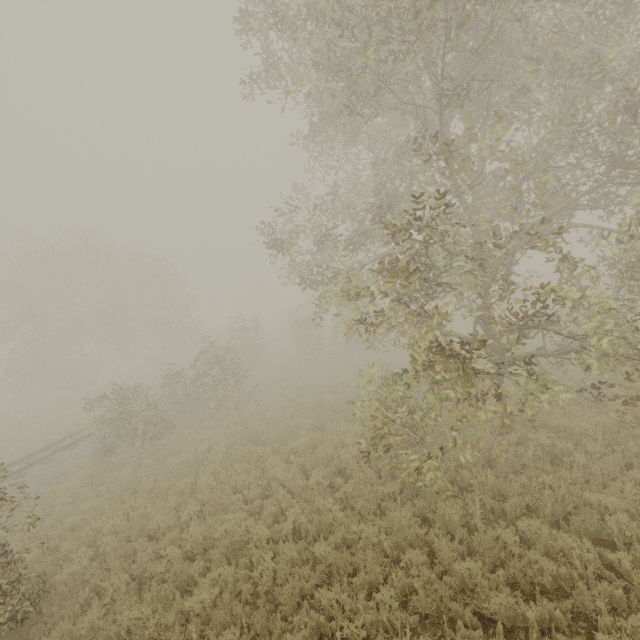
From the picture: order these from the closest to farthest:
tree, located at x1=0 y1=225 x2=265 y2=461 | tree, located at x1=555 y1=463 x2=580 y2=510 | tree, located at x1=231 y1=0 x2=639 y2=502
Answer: tree, located at x1=231 y1=0 x2=639 y2=502 < tree, located at x1=555 y1=463 x2=580 y2=510 < tree, located at x1=0 y1=225 x2=265 y2=461

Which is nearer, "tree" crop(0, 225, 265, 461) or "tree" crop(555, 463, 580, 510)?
"tree" crop(555, 463, 580, 510)

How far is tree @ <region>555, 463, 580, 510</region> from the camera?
6.59m

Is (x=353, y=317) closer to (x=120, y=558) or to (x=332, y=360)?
(x=332, y=360)

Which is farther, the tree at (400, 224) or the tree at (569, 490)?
the tree at (569, 490)

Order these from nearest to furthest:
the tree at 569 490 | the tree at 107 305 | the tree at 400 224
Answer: the tree at 400 224 < the tree at 569 490 < the tree at 107 305

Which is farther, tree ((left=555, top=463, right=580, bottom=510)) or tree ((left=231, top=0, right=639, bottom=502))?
tree ((left=555, top=463, right=580, bottom=510))
